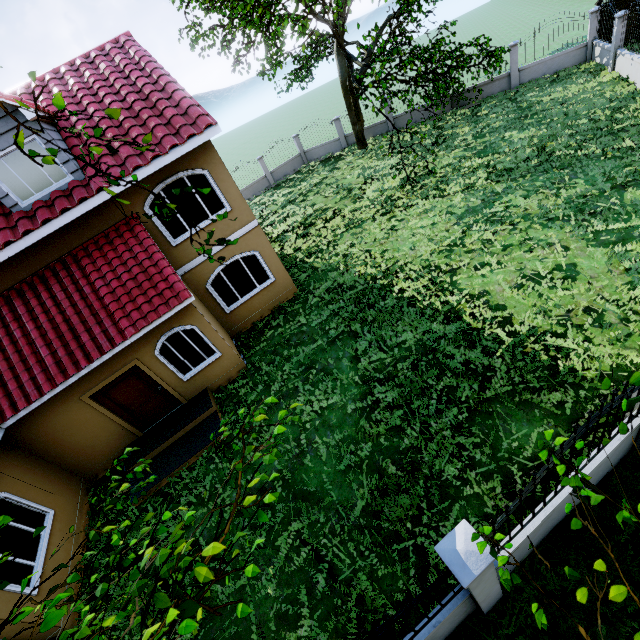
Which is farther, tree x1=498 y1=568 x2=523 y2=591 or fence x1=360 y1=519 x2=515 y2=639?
fence x1=360 y1=519 x2=515 y2=639

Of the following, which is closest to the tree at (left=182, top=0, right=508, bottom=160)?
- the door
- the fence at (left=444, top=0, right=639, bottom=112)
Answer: the fence at (left=444, top=0, right=639, bottom=112)

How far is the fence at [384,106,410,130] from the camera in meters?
22.5

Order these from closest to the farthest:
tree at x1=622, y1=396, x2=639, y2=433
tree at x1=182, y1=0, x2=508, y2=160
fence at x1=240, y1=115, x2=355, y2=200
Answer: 1. tree at x1=622, y1=396, x2=639, y2=433
2. tree at x1=182, y1=0, x2=508, y2=160
3. fence at x1=240, y1=115, x2=355, y2=200

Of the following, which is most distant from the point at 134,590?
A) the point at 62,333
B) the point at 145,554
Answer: the point at 62,333

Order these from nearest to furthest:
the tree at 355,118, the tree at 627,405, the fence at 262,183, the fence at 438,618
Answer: the tree at 627,405 < the fence at 438,618 < the tree at 355,118 < the fence at 262,183

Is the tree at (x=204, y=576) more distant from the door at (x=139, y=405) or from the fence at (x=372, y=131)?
the door at (x=139, y=405)

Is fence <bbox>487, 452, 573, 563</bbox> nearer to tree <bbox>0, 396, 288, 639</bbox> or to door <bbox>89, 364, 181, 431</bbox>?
tree <bbox>0, 396, 288, 639</bbox>
